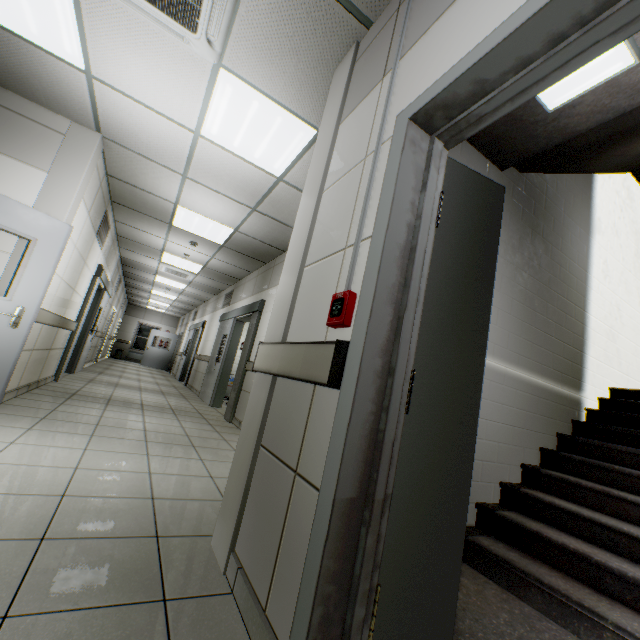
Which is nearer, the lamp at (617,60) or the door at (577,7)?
the door at (577,7)

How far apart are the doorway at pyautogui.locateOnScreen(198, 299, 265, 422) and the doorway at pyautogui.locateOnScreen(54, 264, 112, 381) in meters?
2.7 m

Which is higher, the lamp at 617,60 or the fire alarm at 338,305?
the lamp at 617,60

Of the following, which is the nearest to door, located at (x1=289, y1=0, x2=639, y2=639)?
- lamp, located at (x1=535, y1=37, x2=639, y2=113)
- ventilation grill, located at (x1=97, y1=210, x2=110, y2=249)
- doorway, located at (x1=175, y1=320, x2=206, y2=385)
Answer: lamp, located at (x1=535, y1=37, x2=639, y2=113)

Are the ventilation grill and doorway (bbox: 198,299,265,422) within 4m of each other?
yes

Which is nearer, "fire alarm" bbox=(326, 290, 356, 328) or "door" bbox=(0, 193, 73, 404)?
"fire alarm" bbox=(326, 290, 356, 328)

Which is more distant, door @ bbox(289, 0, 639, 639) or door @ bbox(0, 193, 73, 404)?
door @ bbox(0, 193, 73, 404)

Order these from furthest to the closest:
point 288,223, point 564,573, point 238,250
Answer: point 238,250
point 288,223
point 564,573
